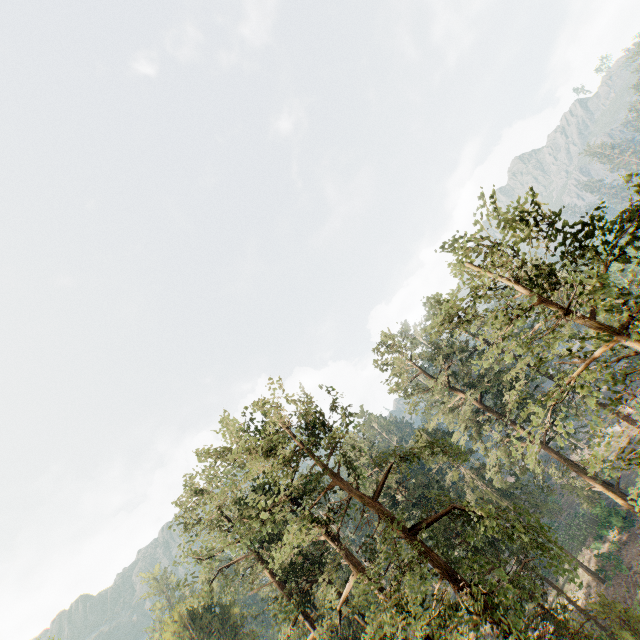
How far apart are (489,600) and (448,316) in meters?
11.5
